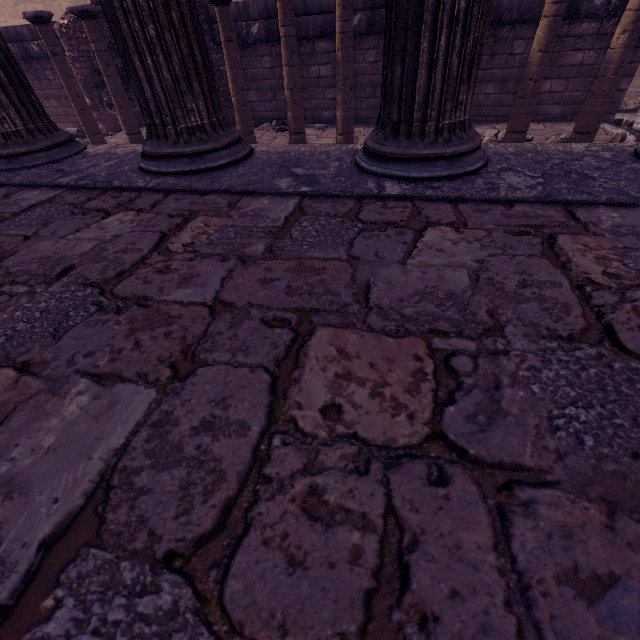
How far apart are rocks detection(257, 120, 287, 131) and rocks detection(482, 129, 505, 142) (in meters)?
4.77

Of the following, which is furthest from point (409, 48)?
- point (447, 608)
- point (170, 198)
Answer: point (447, 608)

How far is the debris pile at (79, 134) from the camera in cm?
884

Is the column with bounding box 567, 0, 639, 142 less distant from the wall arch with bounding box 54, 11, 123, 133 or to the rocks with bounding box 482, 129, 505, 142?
Answer: the rocks with bounding box 482, 129, 505, 142

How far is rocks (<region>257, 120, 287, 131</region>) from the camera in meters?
8.5 m

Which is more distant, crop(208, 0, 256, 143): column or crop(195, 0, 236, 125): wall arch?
crop(195, 0, 236, 125): wall arch

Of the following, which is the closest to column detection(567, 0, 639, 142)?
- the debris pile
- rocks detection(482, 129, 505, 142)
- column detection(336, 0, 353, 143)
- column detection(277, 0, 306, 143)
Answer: rocks detection(482, 129, 505, 142)

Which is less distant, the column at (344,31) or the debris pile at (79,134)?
the column at (344,31)
